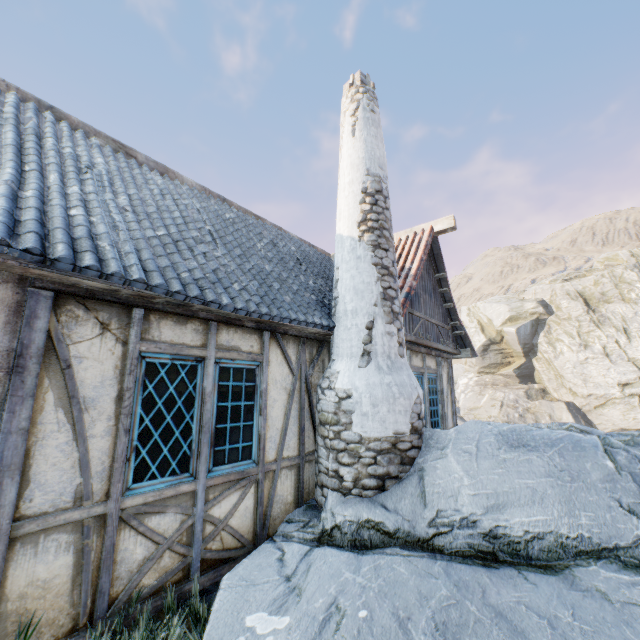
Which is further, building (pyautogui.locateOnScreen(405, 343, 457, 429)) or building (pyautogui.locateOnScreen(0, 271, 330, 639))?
building (pyautogui.locateOnScreen(405, 343, 457, 429))

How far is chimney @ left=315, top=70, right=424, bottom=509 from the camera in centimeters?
423cm

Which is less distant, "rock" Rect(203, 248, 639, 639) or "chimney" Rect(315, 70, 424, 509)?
"rock" Rect(203, 248, 639, 639)

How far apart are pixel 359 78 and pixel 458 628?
7.91m

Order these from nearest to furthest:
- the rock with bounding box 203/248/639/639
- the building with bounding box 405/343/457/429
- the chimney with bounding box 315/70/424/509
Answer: the rock with bounding box 203/248/639/639
the chimney with bounding box 315/70/424/509
the building with bounding box 405/343/457/429

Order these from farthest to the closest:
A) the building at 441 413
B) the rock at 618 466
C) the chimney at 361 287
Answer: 1. the building at 441 413
2. the chimney at 361 287
3. the rock at 618 466

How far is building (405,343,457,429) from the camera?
7.0 meters

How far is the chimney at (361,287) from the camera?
4.23m
